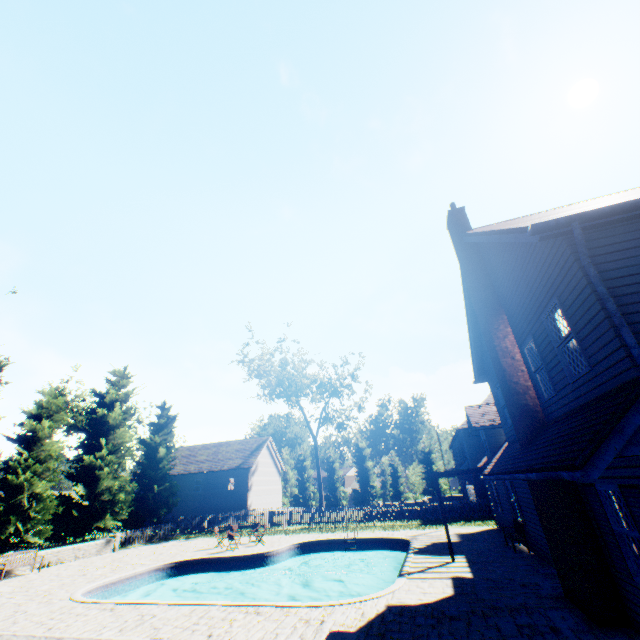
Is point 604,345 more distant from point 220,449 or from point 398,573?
point 220,449

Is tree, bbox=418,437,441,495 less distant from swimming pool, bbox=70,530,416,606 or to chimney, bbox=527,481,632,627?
swimming pool, bbox=70,530,416,606

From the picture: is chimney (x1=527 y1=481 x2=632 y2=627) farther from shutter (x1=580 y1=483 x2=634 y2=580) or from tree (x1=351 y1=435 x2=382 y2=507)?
tree (x1=351 y1=435 x2=382 y2=507)

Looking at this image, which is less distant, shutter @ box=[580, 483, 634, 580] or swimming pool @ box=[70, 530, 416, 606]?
shutter @ box=[580, 483, 634, 580]

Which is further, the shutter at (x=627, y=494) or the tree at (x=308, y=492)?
the tree at (x=308, y=492)

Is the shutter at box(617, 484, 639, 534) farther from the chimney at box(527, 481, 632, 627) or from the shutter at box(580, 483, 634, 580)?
the chimney at box(527, 481, 632, 627)

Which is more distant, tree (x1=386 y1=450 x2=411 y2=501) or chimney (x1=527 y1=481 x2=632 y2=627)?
tree (x1=386 y1=450 x2=411 y2=501)
